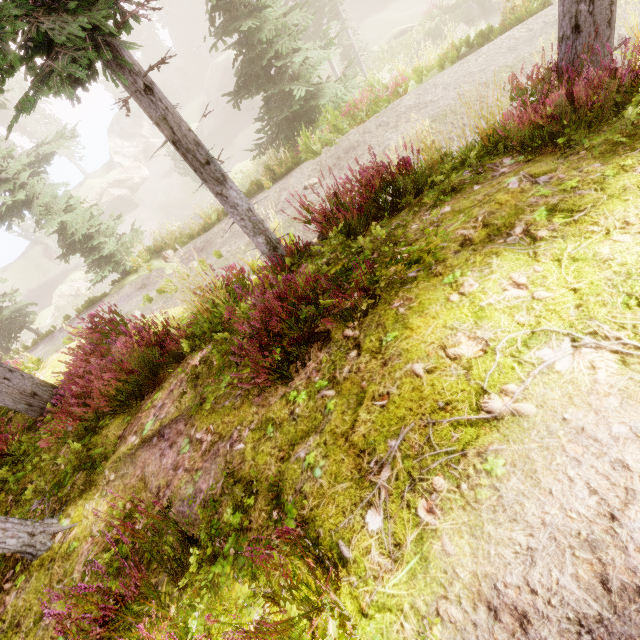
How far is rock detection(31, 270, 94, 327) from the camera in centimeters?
3616cm

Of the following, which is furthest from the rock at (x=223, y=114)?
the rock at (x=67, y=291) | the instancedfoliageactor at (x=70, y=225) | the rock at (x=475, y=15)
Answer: the rock at (x=475, y=15)

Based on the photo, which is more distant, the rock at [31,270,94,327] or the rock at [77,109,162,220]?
the rock at [77,109,162,220]

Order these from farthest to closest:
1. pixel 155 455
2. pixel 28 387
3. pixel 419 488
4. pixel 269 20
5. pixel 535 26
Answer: pixel 269 20, pixel 535 26, pixel 28 387, pixel 155 455, pixel 419 488

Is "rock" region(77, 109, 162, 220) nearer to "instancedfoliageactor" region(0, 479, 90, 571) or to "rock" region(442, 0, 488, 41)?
"instancedfoliageactor" region(0, 479, 90, 571)

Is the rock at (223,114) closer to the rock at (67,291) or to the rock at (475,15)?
the rock at (67,291)

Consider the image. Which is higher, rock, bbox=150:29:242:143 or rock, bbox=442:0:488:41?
rock, bbox=150:29:242:143
